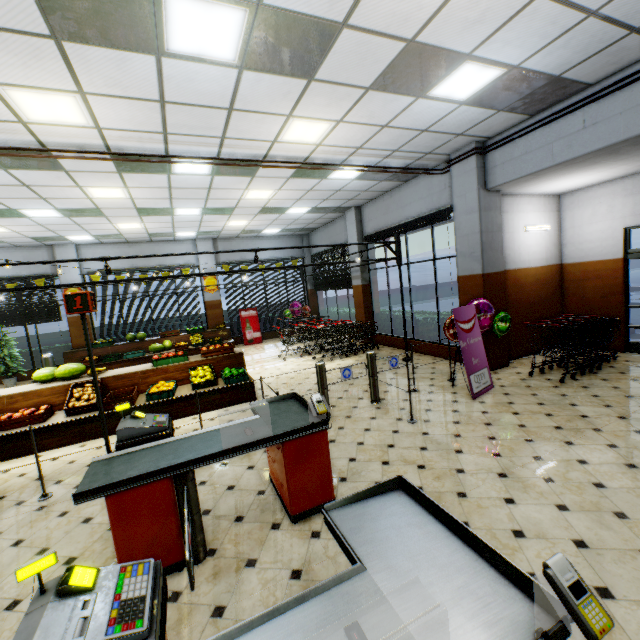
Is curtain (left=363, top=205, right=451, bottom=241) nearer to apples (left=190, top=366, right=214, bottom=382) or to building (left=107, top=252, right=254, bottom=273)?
building (left=107, top=252, right=254, bottom=273)

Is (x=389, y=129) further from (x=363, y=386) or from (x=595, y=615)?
(x=595, y=615)

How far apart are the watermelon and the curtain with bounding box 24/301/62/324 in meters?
7.0

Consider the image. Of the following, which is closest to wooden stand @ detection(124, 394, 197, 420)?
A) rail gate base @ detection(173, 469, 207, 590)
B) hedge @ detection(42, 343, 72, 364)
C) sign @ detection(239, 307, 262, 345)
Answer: rail gate base @ detection(173, 469, 207, 590)

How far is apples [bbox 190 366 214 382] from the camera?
6.8m

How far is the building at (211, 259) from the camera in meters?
13.3

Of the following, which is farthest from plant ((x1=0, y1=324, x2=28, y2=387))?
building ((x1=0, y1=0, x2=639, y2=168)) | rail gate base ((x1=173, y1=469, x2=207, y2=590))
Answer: rail gate base ((x1=173, y1=469, x2=207, y2=590))

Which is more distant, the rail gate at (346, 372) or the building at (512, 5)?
the rail gate at (346, 372)
